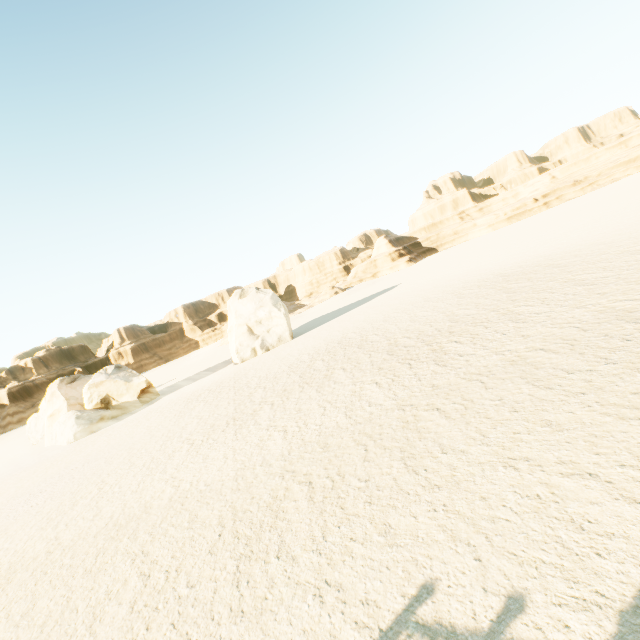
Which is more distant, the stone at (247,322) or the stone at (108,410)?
the stone at (247,322)

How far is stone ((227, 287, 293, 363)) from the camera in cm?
3253

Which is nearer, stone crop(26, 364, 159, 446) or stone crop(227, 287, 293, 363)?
stone crop(26, 364, 159, 446)

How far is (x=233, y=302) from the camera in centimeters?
3459cm

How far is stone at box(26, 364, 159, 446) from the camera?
27.08m

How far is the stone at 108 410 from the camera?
27.1 meters
